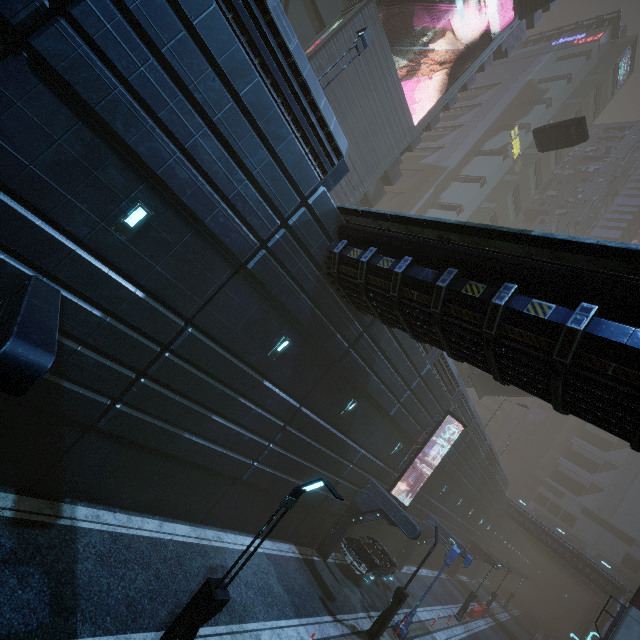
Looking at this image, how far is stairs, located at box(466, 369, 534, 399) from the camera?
30.8m

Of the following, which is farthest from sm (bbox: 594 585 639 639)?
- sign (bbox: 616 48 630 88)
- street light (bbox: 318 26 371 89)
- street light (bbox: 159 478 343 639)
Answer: sign (bbox: 616 48 630 88)

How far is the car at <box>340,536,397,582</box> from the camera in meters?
17.1

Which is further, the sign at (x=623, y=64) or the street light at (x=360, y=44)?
the sign at (x=623, y=64)

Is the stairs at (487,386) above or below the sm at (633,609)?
above

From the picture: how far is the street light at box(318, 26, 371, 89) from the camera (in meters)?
12.02

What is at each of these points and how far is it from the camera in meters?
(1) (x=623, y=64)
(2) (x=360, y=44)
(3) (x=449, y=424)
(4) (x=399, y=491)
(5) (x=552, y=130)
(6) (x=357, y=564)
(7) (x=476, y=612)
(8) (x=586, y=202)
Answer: (1) sign, 53.6 m
(2) street light, 12.3 m
(3) building, 22.6 m
(4) building, 21.8 m
(5) grey, 23.5 m
(6) car, 17.1 m
(7) barrier, 29.7 m
(8) building, 59.7 m

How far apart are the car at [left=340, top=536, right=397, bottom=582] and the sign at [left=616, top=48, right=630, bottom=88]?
79.0 meters
